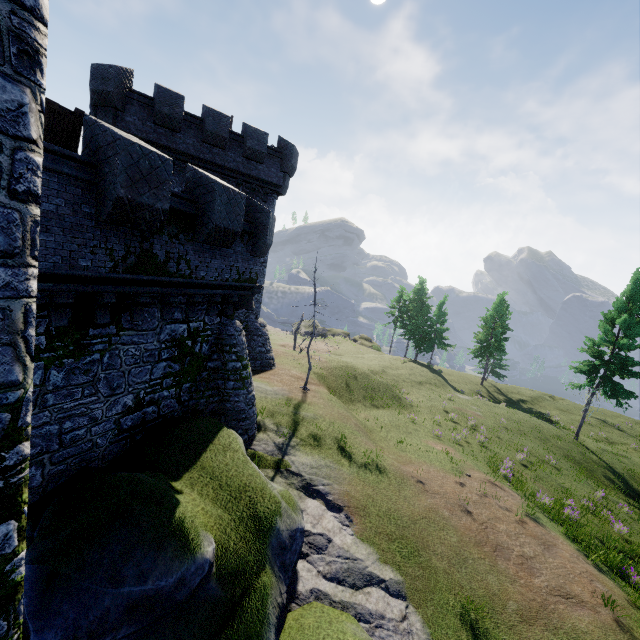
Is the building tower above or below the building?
below

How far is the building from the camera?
15.9 meters

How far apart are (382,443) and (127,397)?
13.3 meters

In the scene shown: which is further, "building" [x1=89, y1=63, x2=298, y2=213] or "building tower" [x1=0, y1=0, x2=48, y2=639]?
"building" [x1=89, y1=63, x2=298, y2=213]

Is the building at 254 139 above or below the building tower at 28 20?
above

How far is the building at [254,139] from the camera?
15.9m
